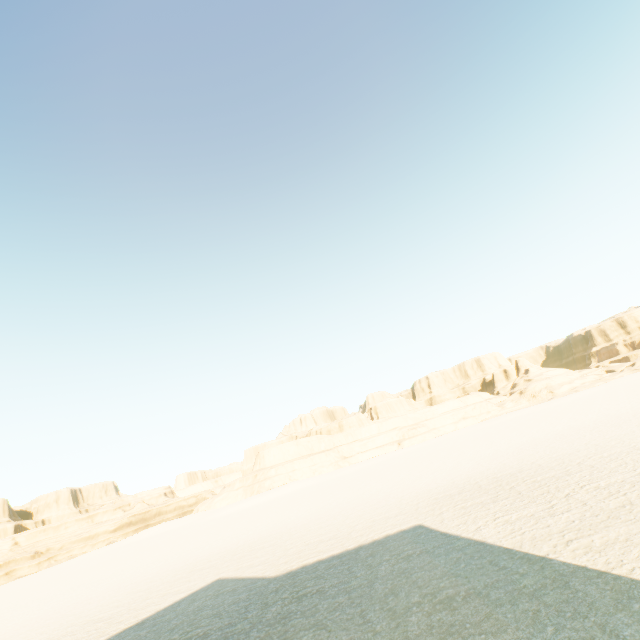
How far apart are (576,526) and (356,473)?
48.06m
